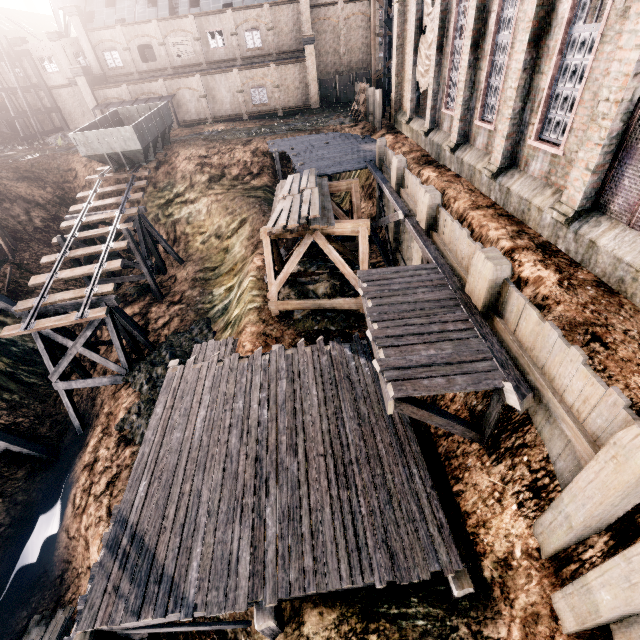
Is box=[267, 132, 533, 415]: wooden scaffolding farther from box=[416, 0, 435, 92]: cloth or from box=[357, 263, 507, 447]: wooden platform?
box=[416, 0, 435, 92]: cloth

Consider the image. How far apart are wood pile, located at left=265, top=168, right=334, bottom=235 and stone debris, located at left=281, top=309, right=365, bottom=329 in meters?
3.5

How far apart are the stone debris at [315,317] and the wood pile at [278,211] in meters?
3.5 m

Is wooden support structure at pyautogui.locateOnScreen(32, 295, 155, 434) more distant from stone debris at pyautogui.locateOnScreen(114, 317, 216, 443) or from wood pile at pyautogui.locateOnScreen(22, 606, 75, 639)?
wood pile at pyautogui.locateOnScreen(22, 606, 75, 639)

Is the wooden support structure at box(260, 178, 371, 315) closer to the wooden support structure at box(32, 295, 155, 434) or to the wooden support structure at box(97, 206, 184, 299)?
the wooden support structure at box(32, 295, 155, 434)

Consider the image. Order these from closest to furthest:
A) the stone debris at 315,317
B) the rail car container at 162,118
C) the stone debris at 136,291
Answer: the stone debris at 315,317
the rail car container at 162,118
the stone debris at 136,291

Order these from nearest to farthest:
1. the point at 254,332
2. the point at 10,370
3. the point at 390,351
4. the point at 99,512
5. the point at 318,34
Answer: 1. the point at 390,351
2. the point at 99,512
3. the point at 254,332
4. the point at 10,370
5. the point at 318,34

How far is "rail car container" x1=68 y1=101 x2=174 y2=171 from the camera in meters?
24.4 m
